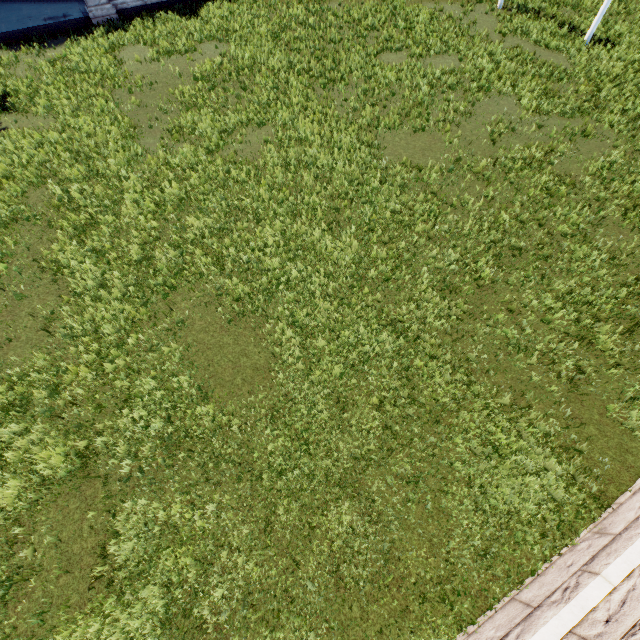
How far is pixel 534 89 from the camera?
13.0m
